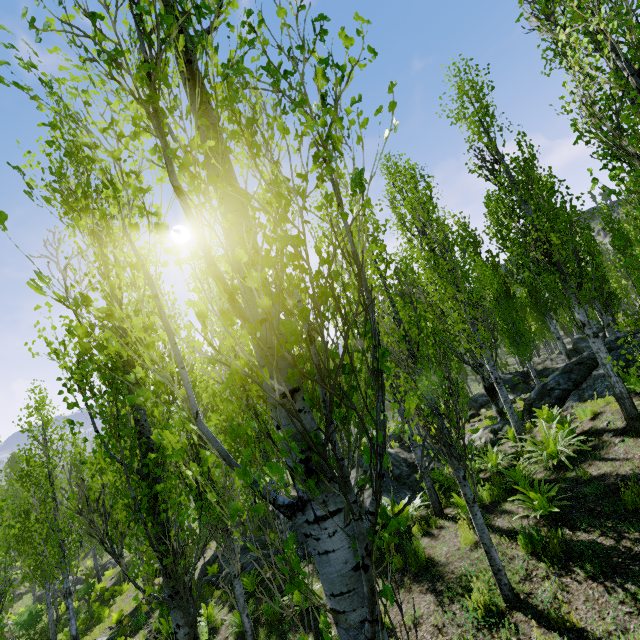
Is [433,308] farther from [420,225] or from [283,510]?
[283,510]

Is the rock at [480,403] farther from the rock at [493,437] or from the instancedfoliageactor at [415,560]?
the rock at [493,437]

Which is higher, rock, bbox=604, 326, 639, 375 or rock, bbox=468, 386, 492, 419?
rock, bbox=604, 326, 639, 375

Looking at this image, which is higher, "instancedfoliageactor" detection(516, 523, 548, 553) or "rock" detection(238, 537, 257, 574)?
"instancedfoliageactor" detection(516, 523, 548, 553)

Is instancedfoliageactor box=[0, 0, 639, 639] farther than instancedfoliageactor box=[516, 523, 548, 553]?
No

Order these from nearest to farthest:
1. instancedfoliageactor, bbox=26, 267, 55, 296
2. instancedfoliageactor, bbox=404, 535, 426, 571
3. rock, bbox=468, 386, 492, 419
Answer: instancedfoliageactor, bbox=26, 267, 55, 296, instancedfoliageactor, bbox=404, 535, 426, 571, rock, bbox=468, 386, 492, 419

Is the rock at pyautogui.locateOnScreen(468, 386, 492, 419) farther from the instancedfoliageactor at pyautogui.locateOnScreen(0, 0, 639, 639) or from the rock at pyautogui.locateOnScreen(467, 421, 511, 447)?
the rock at pyautogui.locateOnScreen(467, 421, 511, 447)

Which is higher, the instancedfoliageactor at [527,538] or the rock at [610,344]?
the rock at [610,344]
